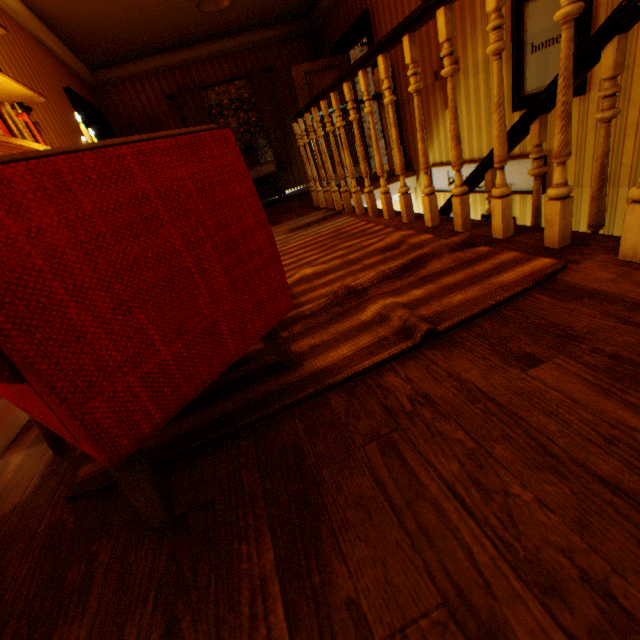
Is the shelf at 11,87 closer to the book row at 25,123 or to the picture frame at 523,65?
the book row at 25,123

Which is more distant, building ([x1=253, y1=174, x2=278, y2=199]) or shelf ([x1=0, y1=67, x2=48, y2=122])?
building ([x1=253, y1=174, x2=278, y2=199])

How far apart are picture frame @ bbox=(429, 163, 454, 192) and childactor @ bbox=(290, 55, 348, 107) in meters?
2.5 m

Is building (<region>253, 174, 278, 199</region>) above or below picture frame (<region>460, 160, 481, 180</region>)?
above

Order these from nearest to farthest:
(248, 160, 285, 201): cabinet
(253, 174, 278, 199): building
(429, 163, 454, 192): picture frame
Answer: (429, 163, 454, 192): picture frame
(248, 160, 285, 201): cabinet
(253, 174, 278, 199): building

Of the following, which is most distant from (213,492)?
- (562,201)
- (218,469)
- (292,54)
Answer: (292,54)

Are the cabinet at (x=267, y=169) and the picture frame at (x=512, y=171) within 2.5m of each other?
no
